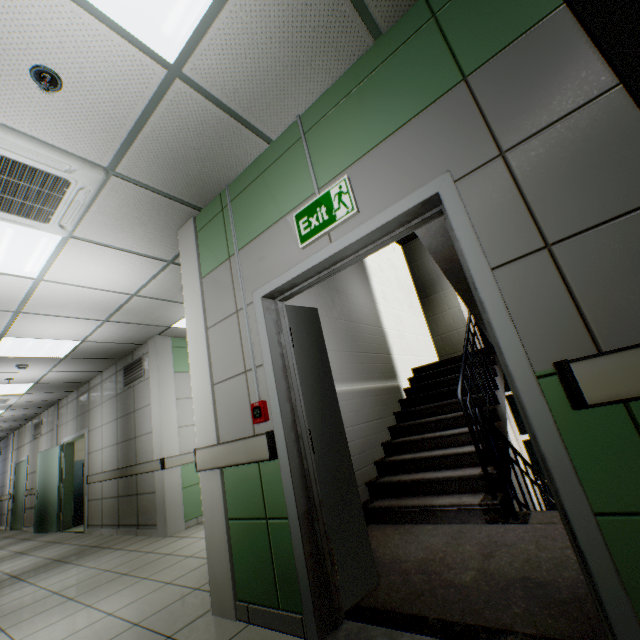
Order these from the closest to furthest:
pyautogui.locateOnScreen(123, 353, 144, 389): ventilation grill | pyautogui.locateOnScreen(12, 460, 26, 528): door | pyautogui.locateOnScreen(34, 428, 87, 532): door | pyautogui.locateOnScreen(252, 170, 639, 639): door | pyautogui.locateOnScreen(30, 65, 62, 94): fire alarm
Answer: pyautogui.locateOnScreen(252, 170, 639, 639): door → pyautogui.locateOnScreen(30, 65, 62, 94): fire alarm → pyautogui.locateOnScreen(123, 353, 144, 389): ventilation grill → pyautogui.locateOnScreen(34, 428, 87, 532): door → pyautogui.locateOnScreen(12, 460, 26, 528): door

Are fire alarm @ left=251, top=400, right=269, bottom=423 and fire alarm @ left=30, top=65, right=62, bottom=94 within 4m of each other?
yes

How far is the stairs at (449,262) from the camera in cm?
386

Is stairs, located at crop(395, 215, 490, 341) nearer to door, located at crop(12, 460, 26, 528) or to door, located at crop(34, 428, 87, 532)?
door, located at crop(34, 428, 87, 532)

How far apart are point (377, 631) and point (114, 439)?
6.7m

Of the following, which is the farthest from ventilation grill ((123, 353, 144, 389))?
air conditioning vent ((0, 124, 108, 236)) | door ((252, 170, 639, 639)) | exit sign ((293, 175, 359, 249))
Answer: exit sign ((293, 175, 359, 249))

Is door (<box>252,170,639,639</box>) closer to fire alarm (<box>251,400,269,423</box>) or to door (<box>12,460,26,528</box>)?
fire alarm (<box>251,400,269,423</box>)

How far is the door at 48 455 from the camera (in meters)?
7.51
